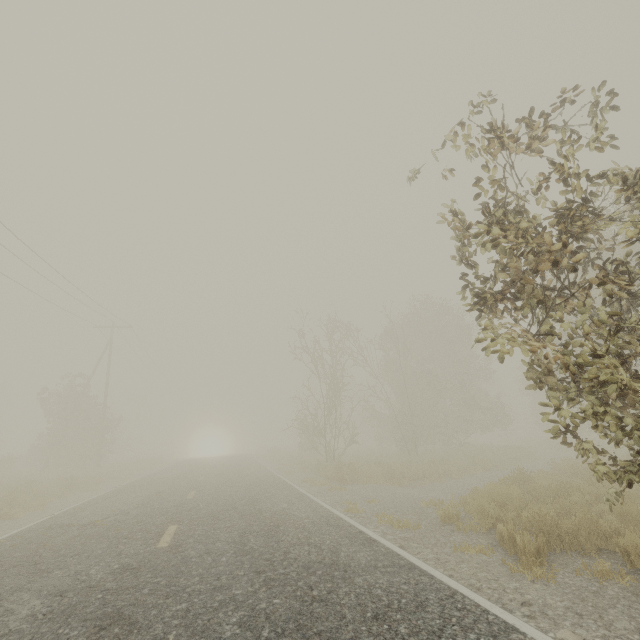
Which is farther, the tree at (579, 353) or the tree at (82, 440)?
the tree at (82, 440)

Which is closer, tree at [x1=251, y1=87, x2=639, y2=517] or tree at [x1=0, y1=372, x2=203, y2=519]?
tree at [x1=251, y1=87, x2=639, y2=517]

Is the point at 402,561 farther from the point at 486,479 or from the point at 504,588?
the point at 486,479
